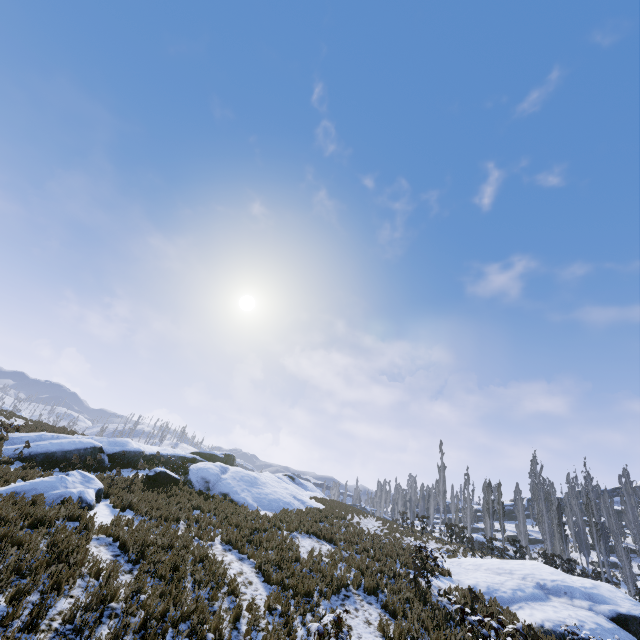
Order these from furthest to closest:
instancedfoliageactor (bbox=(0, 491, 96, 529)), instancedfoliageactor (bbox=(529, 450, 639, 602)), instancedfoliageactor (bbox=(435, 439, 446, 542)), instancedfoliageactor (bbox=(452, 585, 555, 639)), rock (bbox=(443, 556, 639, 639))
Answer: instancedfoliageactor (bbox=(435, 439, 446, 542)) < instancedfoliageactor (bbox=(529, 450, 639, 602)) < rock (bbox=(443, 556, 639, 639)) < instancedfoliageactor (bbox=(0, 491, 96, 529)) < instancedfoliageactor (bbox=(452, 585, 555, 639))

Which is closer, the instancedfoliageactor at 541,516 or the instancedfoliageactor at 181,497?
the instancedfoliageactor at 181,497

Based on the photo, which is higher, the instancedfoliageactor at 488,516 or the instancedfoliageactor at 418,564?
the instancedfoliageactor at 488,516

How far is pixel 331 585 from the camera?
10.3 meters

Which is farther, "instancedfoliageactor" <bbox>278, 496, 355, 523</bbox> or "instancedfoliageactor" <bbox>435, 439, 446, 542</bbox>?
"instancedfoliageactor" <bbox>435, 439, 446, 542</bbox>

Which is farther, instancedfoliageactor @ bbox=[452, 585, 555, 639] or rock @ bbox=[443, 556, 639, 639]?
rock @ bbox=[443, 556, 639, 639]

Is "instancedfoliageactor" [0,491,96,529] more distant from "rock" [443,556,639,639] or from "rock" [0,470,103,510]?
"rock" [0,470,103,510]
